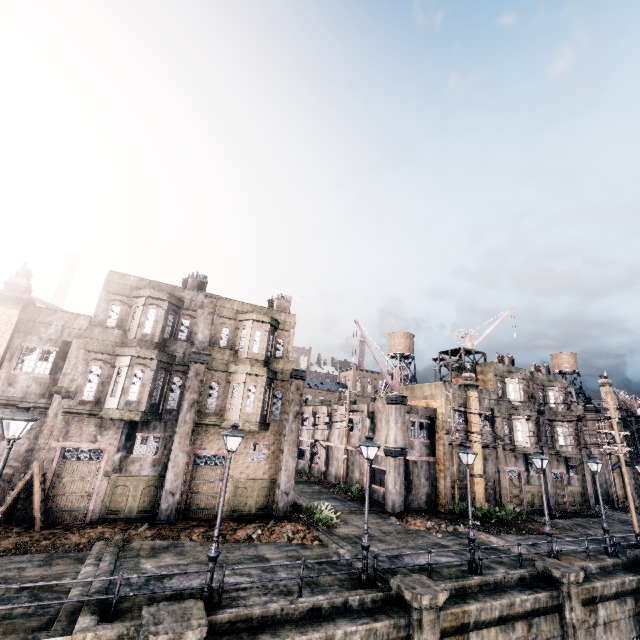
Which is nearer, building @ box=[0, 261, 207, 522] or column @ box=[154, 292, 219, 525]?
building @ box=[0, 261, 207, 522]

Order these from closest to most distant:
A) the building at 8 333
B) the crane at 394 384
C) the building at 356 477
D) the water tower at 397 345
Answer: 1. the building at 8 333
2. the crane at 394 384
3. the building at 356 477
4. the water tower at 397 345

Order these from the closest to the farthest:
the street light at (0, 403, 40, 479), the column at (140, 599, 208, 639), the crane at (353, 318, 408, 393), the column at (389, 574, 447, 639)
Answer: the column at (140, 599, 208, 639) → the street light at (0, 403, 40, 479) → the column at (389, 574, 447, 639) → the crane at (353, 318, 408, 393)

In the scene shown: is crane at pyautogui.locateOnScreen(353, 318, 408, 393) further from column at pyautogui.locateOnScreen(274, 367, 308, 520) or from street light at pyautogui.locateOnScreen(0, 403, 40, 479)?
street light at pyautogui.locateOnScreen(0, 403, 40, 479)

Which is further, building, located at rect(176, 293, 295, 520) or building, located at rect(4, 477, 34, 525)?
building, located at rect(176, 293, 295, 520)

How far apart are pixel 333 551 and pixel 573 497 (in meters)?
31.88

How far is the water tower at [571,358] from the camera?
49.3 meters

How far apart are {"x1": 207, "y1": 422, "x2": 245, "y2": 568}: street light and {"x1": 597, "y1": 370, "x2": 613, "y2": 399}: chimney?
54.53m
